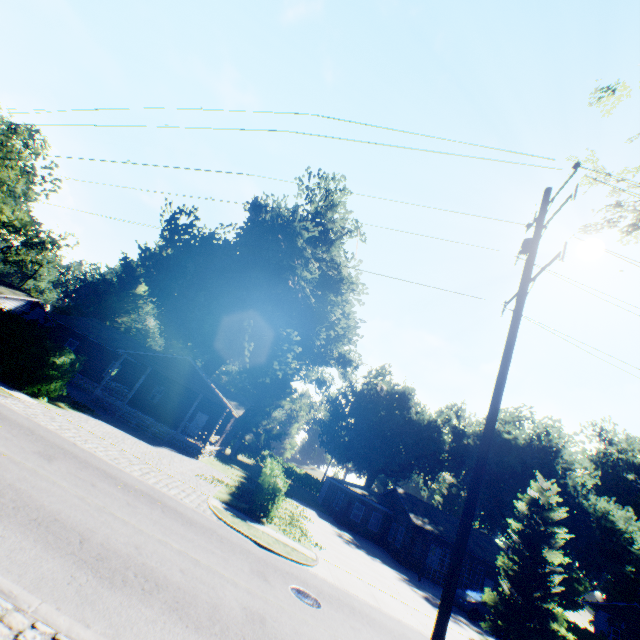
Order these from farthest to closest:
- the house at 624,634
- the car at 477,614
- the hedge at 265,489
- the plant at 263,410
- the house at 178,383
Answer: the house at 624,634
the plant at 263,410
the house at 178,383
the car at 477,614
the hedge at 265,489

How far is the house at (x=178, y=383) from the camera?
26.02m

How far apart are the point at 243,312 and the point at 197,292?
5.95m

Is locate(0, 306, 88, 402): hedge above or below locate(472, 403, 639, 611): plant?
below

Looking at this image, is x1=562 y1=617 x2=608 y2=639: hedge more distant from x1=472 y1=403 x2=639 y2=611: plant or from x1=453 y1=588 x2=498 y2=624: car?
x1=453 y1=588 x2=498 y2=624: car

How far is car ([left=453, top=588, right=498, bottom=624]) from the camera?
20.34m

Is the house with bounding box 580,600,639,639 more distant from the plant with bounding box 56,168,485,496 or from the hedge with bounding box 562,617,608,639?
the plant with bounding box 56,168,485,496

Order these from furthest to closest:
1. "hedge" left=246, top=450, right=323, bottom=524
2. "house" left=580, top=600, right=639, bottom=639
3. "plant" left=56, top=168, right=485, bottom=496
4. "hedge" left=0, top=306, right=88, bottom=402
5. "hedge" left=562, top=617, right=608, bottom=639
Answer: "house" left=580, top=600, right=639, bottom=639, "plant" left=56, top=168, right=485, bottom=496, "hedge" left=562, top=617, right=608, bottom=639, "hedge" left=0, top=306, right=88, bottom=402, "hedge" left=246, top=450, right=323, bottom=524
